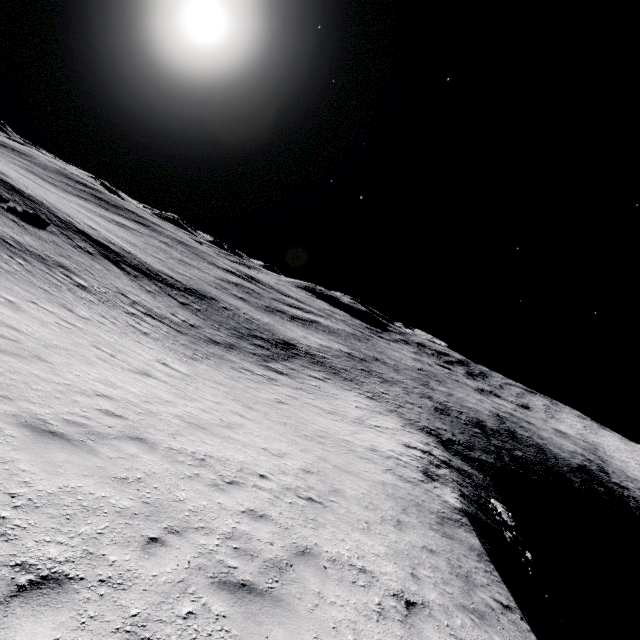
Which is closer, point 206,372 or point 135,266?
point 206,372
